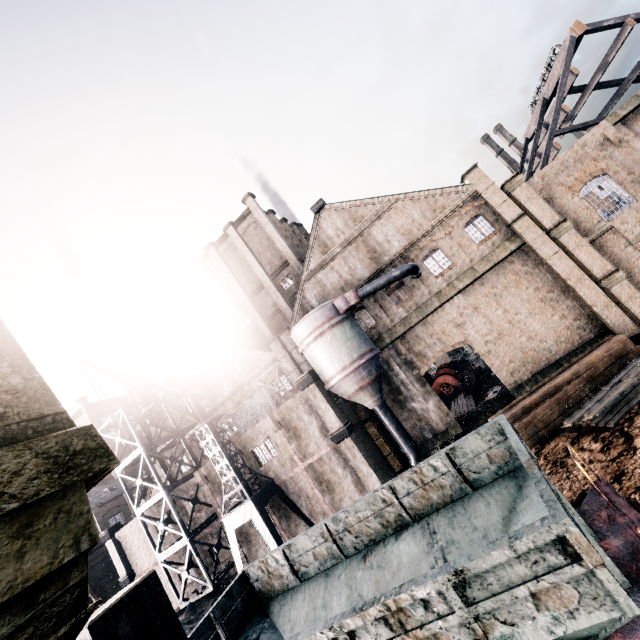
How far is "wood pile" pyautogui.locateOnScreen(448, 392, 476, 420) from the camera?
26.4m

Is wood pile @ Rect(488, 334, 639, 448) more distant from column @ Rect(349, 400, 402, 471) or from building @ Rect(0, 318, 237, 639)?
column @ Rect(349, 400, 402, 471)

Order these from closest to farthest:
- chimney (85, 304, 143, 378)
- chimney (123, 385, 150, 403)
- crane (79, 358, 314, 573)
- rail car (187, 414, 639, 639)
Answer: rail car (187, 414, 639, 639) < crane (79, 358, 314, 573) < chimney (123, 385, 150, 403) < chimney (85, 304, 143, 378)

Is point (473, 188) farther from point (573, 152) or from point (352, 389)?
point (352, 389)

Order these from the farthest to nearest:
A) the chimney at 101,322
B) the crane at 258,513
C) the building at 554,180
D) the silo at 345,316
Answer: the chimney at 101,322 < the silo at 345,316 < the building at 554,180 < the crane at 258,513

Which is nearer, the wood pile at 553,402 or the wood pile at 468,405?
the wood pile at 553,402

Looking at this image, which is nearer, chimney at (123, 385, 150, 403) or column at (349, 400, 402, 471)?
column at (349, 400, 402, 471)

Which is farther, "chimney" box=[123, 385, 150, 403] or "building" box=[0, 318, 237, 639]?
"chimney" box=[123, 385, 150, 403]
